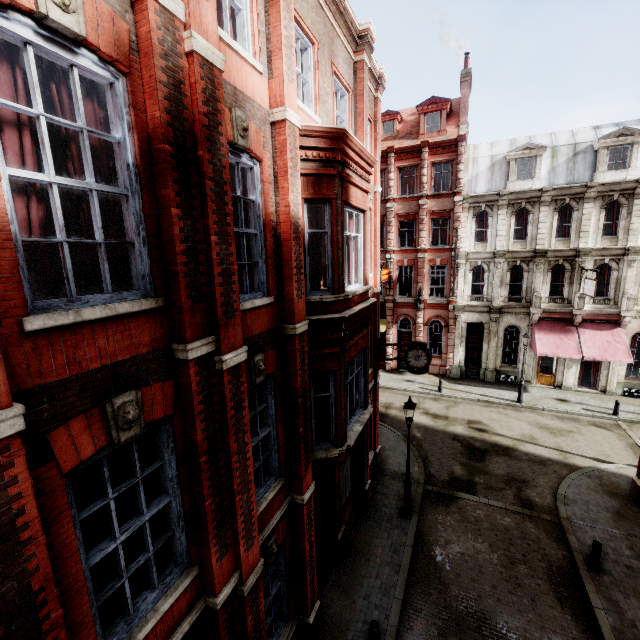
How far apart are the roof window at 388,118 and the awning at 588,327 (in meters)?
18.25

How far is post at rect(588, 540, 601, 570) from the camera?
9.94m

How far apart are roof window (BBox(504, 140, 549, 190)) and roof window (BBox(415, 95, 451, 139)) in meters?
4.7 m

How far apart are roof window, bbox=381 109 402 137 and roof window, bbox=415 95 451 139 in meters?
1.5 m

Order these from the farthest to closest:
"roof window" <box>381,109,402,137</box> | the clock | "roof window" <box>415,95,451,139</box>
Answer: "roof window" <box>381,109,402,137</box> < "roof window" <box>415,95,451,139</box> < the clock

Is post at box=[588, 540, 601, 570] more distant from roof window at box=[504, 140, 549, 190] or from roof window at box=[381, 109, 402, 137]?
roof window at box=[381, 109, 402, 137]

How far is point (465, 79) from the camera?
24.0m

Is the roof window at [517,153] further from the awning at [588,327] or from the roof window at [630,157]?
the awning at [588,327]
